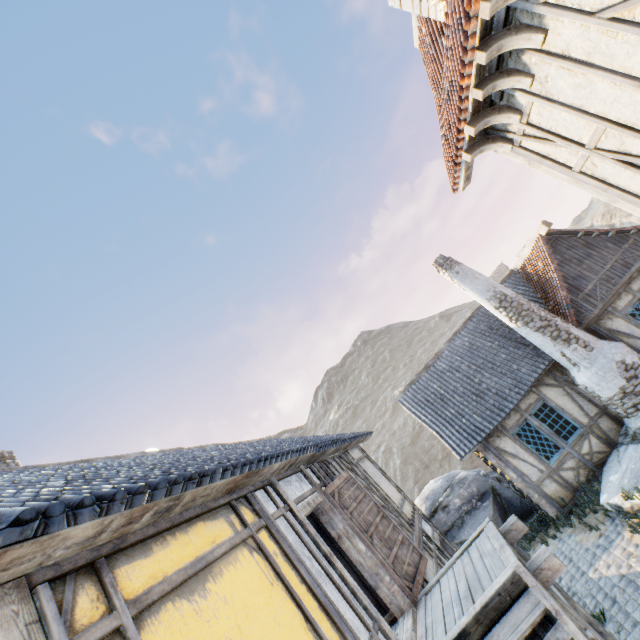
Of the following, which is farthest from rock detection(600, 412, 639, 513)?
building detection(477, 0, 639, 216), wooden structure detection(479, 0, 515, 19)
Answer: wooden structure detection(479, 0, 515, 19)

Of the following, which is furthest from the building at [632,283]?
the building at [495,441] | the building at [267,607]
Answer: the building at [267,607]

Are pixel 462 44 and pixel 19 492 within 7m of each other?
yes

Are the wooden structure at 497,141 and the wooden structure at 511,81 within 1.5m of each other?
yes

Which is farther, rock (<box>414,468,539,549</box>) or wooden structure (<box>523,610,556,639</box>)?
rock (<box>414,468,539,549</box>)

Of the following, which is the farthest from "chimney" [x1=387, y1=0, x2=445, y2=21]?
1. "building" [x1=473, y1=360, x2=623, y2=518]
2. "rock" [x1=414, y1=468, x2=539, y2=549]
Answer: "rock" [x1=414, y1=468, x2=539, y2=549]

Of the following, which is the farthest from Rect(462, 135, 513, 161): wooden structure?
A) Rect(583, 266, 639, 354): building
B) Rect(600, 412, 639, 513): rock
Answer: Rect(583, 266, 639, 354): building

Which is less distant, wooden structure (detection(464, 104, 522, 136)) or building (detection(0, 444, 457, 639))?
Result: building (detection(0, 444, 457, 639))
